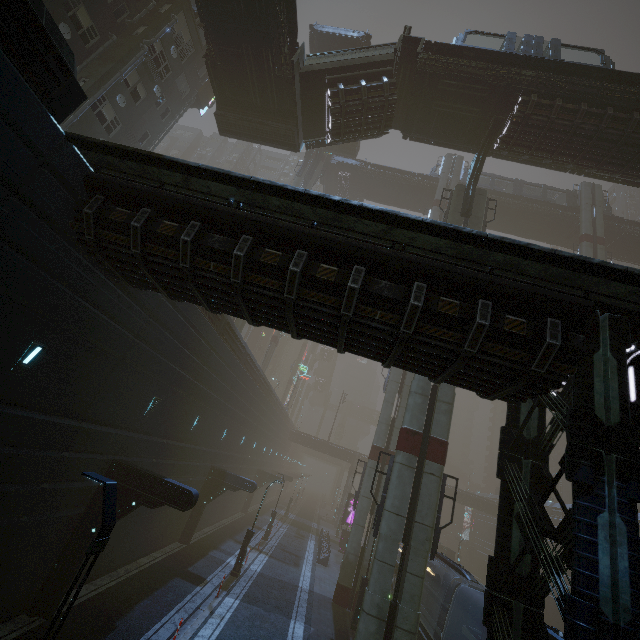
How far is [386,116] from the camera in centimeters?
2005cm

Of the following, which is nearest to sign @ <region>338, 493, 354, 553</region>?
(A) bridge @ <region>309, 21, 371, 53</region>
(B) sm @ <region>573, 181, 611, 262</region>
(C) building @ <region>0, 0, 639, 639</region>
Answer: (C) building @ <region>0, 0, 639, 639</region>

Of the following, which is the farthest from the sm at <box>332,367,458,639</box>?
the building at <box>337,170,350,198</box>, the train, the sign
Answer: the sign

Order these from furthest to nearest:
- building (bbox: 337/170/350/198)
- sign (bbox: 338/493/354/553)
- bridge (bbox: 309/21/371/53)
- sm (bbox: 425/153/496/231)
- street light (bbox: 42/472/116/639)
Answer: building (bbox: 337/170/350/198), sign (bbox: 338/493/354/553), bridge (bbox: 309/21/371/53), sm (bbox: 425/153/496/231), street light (bbox: 42/472/116/639)

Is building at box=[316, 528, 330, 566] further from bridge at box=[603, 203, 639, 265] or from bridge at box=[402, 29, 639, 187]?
bridge at box=[603, 203, 639, 265]

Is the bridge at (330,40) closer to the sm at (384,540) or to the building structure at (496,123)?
the sm at (384,540)

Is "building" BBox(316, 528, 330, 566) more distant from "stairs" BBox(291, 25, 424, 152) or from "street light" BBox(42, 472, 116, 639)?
"stairs" BBox(291, 25, 424, 152)

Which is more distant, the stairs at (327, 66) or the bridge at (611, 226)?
the bridge at (611, 226)
